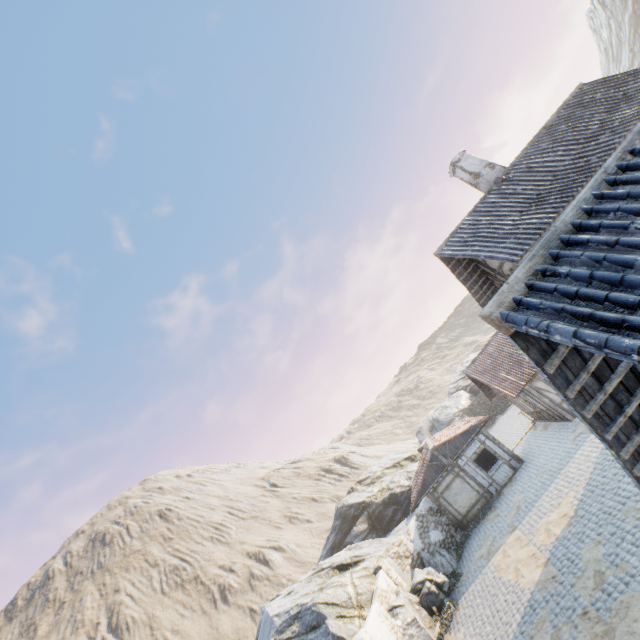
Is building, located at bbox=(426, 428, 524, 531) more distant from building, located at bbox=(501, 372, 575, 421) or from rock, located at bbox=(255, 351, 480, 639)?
building, located at bbox=(501, 372, 575, 421)

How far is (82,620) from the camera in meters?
46.7

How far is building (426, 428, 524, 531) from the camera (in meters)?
20.20

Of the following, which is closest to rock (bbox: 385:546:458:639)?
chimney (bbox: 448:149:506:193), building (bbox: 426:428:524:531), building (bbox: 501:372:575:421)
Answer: building (bbox: 426:428:524:531)

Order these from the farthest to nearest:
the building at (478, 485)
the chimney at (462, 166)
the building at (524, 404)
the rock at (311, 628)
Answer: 1. the building at (478, 485)
2. the building at (524, 404)
3. the rock at (311, 628)
4. the chimney at (462, 166)

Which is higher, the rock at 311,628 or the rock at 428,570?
the rock at 311,628

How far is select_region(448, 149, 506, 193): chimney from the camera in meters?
14.4 m

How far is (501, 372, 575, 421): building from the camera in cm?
1869
